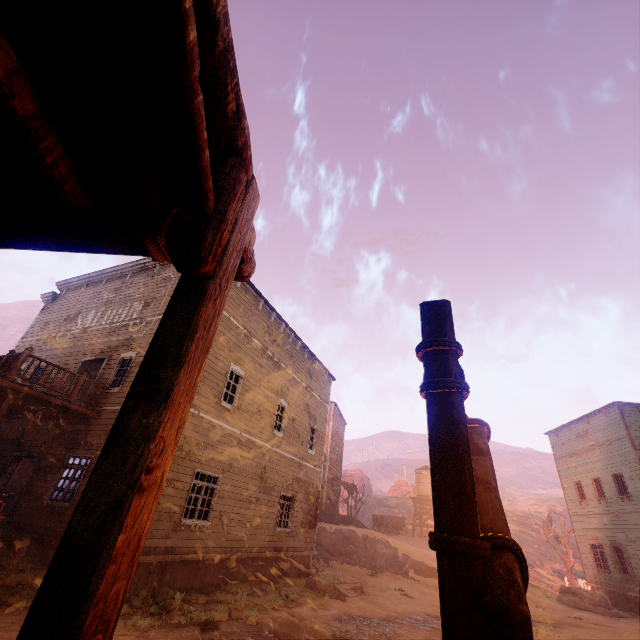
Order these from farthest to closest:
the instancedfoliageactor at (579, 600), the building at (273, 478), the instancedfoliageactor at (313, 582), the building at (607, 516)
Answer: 1. the building at (607, 516)
2. the instancedfoliageactor at (579, 600)
3. the instancedfoliageactor at (313, 582)
4. the building at (273, 478)

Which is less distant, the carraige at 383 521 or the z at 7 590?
the z at 7 590

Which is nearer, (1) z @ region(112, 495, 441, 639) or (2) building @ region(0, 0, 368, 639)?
(2) building @ region(0, 0, 368, 639)

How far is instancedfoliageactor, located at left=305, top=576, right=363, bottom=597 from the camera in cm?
1223

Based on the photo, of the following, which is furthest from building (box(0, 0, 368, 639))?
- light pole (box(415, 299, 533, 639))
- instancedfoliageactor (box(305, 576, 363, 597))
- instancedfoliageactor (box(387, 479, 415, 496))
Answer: instancedfoliageactor (box(387, 479, 415, 496))

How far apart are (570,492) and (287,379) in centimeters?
2424cm

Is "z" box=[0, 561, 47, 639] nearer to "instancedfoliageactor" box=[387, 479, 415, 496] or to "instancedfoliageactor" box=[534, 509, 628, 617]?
"instancedfoliageactor" box=[534, 509, 628, 617]

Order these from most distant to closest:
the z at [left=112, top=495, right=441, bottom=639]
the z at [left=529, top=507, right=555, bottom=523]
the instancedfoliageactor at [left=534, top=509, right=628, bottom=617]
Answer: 1. the z at [left=529, top=507, right=555, bottom=523]
2. the instancedfoliageactor at [left=534, top=509, right=628, bottom=617]
3. the z at [left=112, top=495, right=441, bottom=639]
